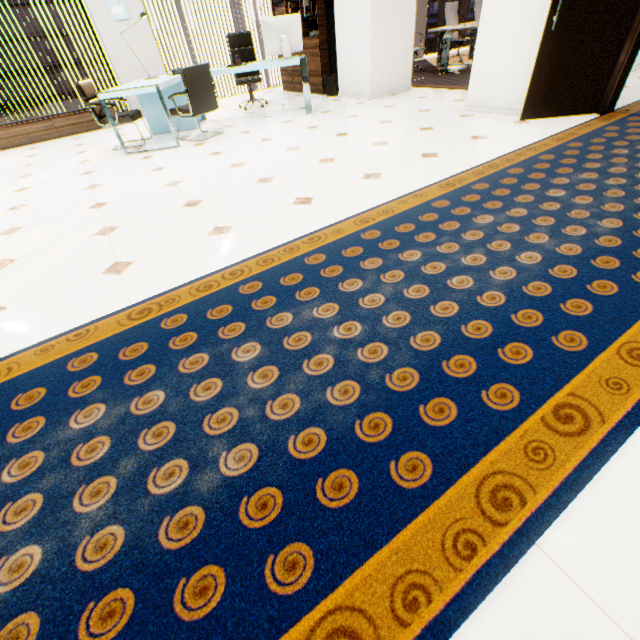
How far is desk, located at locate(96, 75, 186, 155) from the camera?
4.2 meters

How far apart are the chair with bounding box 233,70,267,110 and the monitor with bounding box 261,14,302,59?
1.4 meters

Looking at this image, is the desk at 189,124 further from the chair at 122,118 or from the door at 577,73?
the door at 577,73

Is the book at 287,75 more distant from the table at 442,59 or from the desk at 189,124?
the table at 442,59

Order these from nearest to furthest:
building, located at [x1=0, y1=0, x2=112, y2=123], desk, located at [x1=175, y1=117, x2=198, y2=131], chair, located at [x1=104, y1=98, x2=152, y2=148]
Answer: chair, located at [x1=104, y1=98, x2=152, y2=148] → desk, located at [x1=175, y1=117, x2=198, y2=131] → building, located at [x1=0, y1=0, x2=112, y2=123]

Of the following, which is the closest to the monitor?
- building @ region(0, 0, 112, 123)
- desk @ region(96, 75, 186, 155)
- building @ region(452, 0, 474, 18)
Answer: desk @ region(96, 75, 186, 155)

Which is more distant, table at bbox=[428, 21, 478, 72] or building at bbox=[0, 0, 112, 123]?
building at bbox=[0, 0, 112, 123]

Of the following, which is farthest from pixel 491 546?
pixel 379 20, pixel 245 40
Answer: pixel 245 40
